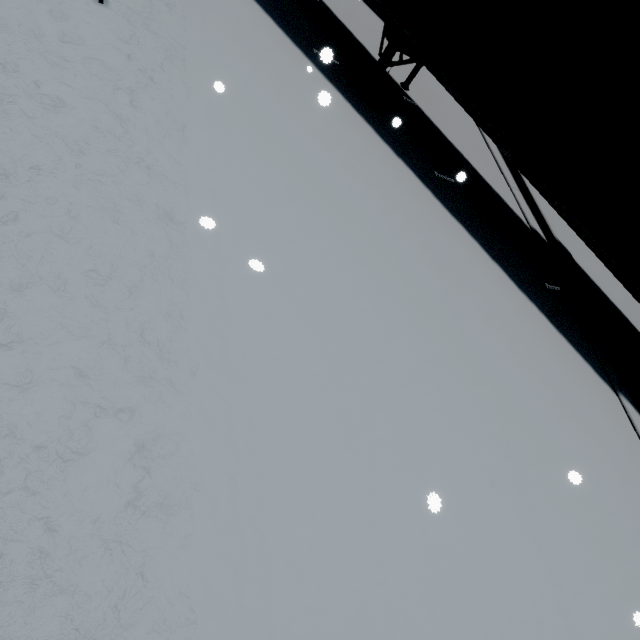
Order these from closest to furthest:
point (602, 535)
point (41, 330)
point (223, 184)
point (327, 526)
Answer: point (41, 330)
point (327, 526)
point (223, 184)
point (602, 535)
